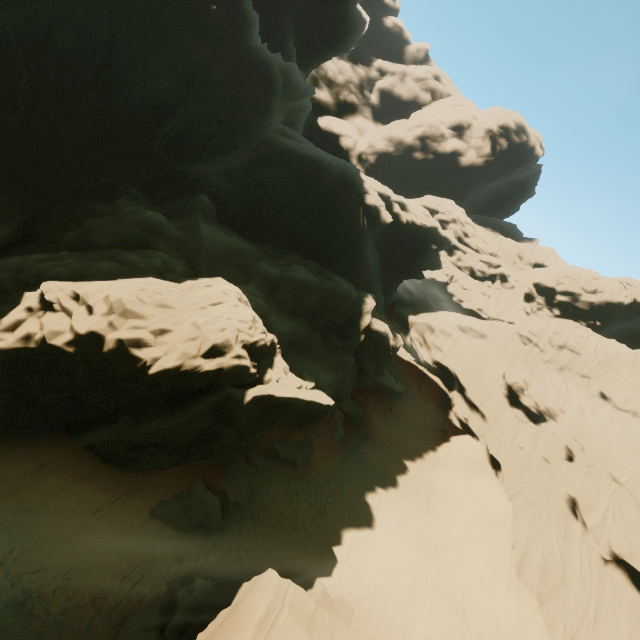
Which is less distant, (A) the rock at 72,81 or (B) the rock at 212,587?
(B) the rock at 212,587

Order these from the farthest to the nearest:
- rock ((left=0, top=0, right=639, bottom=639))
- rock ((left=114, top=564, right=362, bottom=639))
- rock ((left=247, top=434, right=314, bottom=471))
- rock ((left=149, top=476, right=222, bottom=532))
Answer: rock ((left=247, top=434, right=314, bottom=471))
rock ((left=149, top=476, right=222, bottom=532))
rock ((left=0, top=0, right=639, bottom=639))
rock ((left=114, top=564, right=362, bottom=639))

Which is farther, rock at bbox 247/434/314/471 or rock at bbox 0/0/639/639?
rock at bbox 247/434/314/471

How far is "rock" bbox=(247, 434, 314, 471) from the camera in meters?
22.7 m

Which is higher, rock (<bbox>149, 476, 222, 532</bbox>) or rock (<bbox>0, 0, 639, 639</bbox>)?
rock (<bbox>0, 0, 639, 639</bbox>)

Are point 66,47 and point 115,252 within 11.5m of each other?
yes

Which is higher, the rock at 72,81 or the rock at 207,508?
the rock at 72,81
